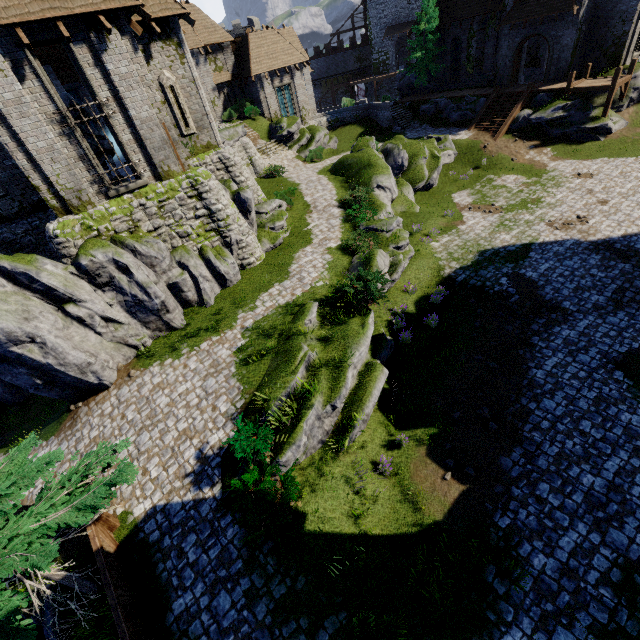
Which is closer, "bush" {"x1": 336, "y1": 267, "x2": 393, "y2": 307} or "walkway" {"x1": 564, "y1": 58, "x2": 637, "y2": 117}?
"bush" {"x1": 336, "y1": 267, "x2": 393, "y2": 307}

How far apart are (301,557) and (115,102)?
17.3 meters

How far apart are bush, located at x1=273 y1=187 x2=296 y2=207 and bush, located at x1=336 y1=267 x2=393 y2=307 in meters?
8.7 m

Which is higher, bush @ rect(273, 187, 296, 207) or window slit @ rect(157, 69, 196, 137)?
window slit @ rect(157, 69, 196, 137)

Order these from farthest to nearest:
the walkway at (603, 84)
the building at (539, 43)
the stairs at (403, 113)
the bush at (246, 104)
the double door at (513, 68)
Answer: the stairs at (403, 113) → the bush at (246, 104) → the building at (539, 43) → the double door at (513, 68) → the walkway at (603, 84)

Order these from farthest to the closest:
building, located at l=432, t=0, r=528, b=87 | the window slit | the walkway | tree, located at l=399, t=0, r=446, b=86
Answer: tree, located at l=399, t=0, r=446, b=86, building, located at l=432, t=0, r=528, b=87, the walkway, the window slit

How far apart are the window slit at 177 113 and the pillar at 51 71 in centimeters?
1861cm

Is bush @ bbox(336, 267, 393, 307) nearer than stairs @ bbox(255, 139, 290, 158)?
Yes
